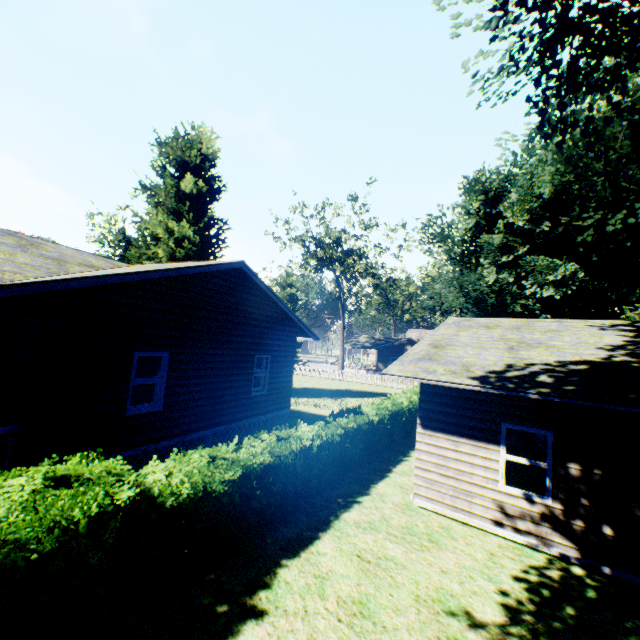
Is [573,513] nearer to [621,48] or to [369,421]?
[369,421]

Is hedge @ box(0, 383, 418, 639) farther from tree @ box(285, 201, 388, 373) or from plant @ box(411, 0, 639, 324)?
plant @ box(411, 0, 639, 324)

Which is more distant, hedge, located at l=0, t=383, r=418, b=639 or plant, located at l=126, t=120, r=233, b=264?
plant, located at l=126, t=120, r=233, b=264

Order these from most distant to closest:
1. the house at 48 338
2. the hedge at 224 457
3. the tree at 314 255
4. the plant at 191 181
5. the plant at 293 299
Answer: the plant at 293 299 → the tree at 314 255 → the plant at 191 181 → the house at 48 338 → the hedge at 224 457

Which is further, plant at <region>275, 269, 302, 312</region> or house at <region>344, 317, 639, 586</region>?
plant at <region>275, 269, 302, 312</region>

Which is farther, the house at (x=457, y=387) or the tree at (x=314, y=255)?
the tree at (x=314, y=255)

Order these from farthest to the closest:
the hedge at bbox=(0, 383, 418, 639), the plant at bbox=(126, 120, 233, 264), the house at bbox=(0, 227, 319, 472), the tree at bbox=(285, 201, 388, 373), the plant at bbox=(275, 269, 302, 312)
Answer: the plant at bbox=(275, 269, 302, 312)
the tree at bbox=(285, 201, 388, 373)
the plant at bbox=(126, 120, 233, 264)
the house at bbox=(0, 227, 319, 472)
the hedge at bbox=(0, 383, 418, 639)

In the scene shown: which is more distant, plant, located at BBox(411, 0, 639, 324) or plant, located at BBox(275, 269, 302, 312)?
plant, located at BBox(275, 269, 302, 312)
